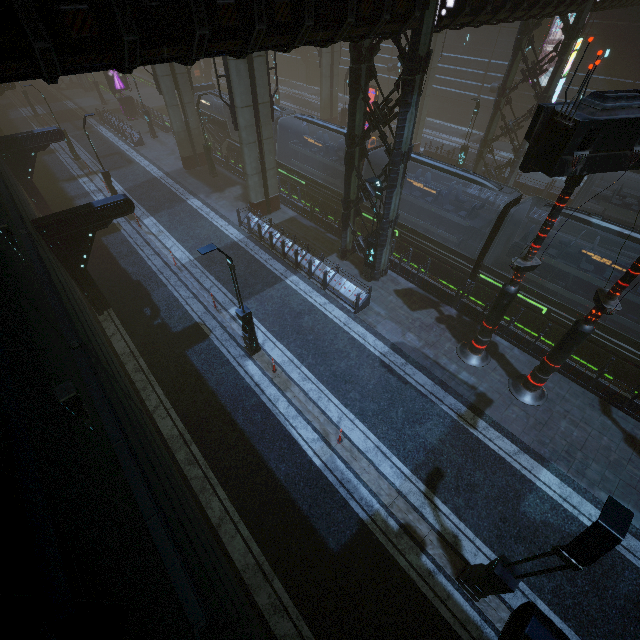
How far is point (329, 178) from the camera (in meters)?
20.73

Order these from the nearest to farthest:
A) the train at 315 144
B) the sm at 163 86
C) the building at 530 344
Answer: the building at 530 344 < the train at 315 144 < the sm at 163 86

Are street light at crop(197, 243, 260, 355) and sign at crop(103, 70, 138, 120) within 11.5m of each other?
no

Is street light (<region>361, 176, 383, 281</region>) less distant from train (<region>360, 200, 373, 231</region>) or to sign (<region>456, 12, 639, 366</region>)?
train (<region>360, 200, 373, 231</region>)

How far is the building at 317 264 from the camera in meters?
16.0

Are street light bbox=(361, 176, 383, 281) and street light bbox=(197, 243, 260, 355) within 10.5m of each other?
yes

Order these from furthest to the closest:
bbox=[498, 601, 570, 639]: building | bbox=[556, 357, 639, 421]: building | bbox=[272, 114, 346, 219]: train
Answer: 1. bbox=[272, 114, 346, 219]: train
2. bbox=[556, 357, 639, 421]: building
3. bbox=[498, 601, 570, 639]: building

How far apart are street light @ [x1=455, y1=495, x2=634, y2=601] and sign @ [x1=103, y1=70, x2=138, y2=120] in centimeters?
4797cm
